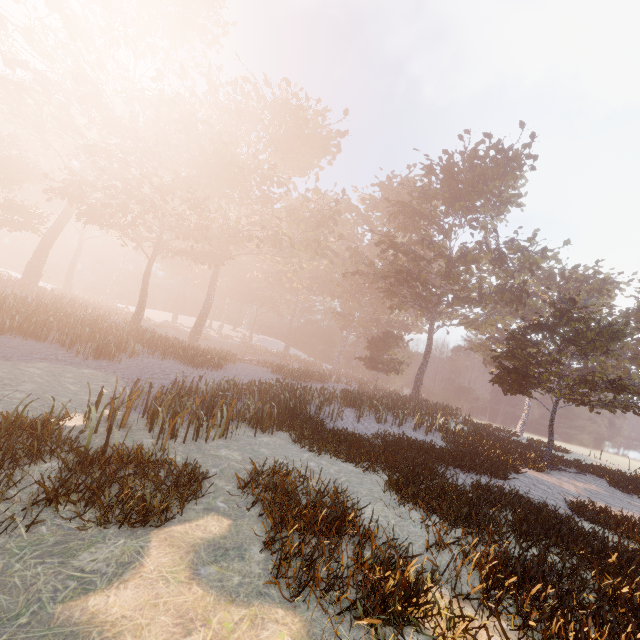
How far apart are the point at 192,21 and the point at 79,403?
44.3 meters
